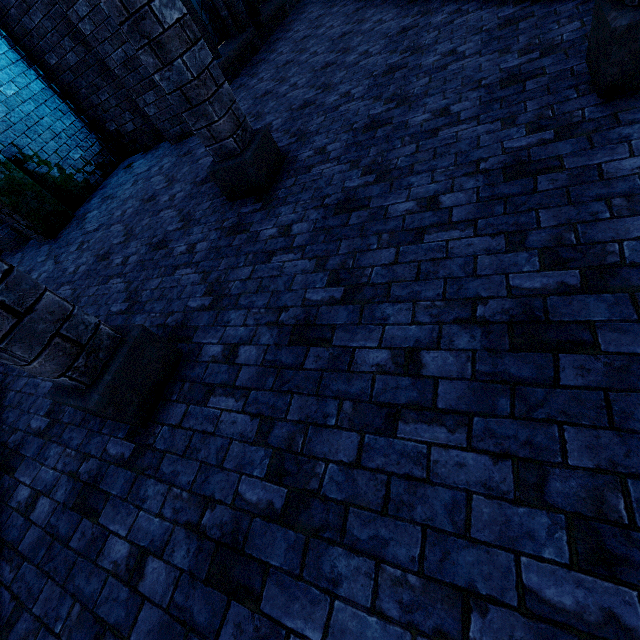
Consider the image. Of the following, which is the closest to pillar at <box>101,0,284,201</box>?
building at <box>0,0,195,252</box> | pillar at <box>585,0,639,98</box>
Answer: building at <box>0,0,195,252</box>

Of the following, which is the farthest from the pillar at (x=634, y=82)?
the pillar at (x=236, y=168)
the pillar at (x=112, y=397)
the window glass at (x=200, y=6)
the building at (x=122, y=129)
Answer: the window glass at (x=200, y=6)

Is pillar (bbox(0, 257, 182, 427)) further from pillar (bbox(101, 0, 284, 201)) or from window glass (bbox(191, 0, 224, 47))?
window glass (bbox(191, 0, 224, 47))

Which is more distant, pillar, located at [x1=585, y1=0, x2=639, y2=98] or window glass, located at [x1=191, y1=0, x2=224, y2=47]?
window glass, located at [x1=191, y1=0, x2=224, y2=47]

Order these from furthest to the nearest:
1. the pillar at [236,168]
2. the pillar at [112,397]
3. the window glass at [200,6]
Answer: the window glass at [200,6]
the pillar at [236,168]
the pillar at [112,397]

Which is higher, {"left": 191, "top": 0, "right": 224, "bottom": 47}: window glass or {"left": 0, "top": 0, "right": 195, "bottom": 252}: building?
{"left": 191, "top": 0, "right": 224, "bottom": 47}: window glass

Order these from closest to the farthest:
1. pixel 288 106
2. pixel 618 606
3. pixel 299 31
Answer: Result:
1. pixel 618 606
2. pixel 288 106
3. pixel 299 31

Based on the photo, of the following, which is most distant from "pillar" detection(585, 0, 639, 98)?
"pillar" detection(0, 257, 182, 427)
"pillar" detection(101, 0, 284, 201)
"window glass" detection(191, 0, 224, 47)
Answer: "window glass" detection(191, 0, 224, 47)
